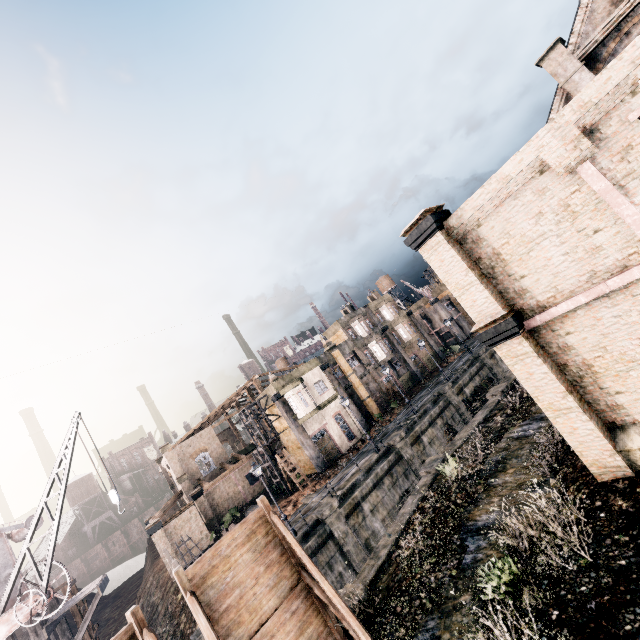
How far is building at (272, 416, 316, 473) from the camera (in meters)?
36.34

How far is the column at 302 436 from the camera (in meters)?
33.77

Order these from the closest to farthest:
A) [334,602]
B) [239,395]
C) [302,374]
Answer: [334,602] < [302,374] < [239,395]

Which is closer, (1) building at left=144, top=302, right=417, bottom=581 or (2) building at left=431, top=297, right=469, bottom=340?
(1) building at left=144, top=302, right=417, bottom=581

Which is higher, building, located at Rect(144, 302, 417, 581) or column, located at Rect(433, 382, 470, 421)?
building, located at Rect(144, 302, 417, 581)

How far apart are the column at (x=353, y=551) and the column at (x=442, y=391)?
15.9m

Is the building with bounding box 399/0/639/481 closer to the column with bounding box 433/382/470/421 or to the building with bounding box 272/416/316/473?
the column with bounding box 433/382/470/421

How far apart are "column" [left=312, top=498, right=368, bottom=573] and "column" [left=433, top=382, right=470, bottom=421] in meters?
15.9
